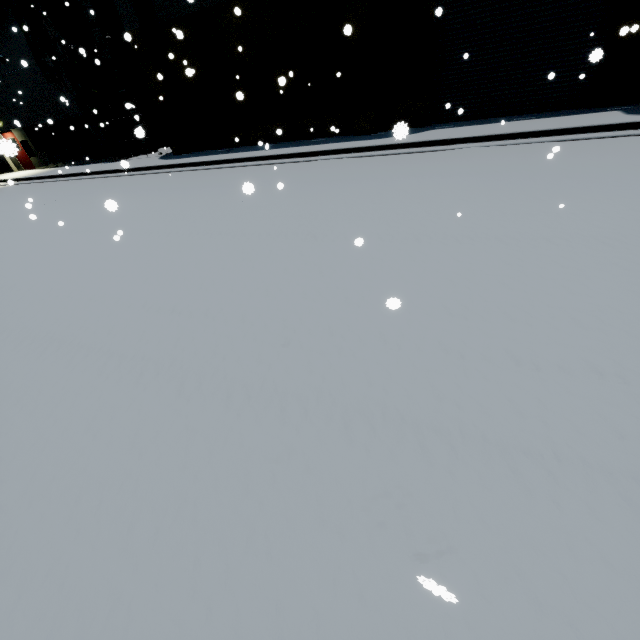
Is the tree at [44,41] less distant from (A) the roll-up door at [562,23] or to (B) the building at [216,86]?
(B) the building at [216,86]

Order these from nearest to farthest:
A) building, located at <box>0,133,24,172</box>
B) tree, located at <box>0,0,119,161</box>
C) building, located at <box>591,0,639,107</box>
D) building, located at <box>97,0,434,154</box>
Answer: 1. building, located at <box>0,133,24,172</box>
2. building, located at <box>591,0,639,107</box>
3. building, located at <box>97,0,434,154</box>
4. tree, located at <box>0,0,119,161</box>

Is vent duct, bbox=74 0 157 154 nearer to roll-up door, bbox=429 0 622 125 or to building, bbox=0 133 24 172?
building, bbox=0 133 24 172

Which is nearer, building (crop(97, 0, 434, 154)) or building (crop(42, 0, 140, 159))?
building (crop(97, 0, 434, 154))

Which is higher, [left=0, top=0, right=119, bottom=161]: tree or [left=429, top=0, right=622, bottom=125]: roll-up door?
[left=0, top=0, right=119, bottom=161]: tree

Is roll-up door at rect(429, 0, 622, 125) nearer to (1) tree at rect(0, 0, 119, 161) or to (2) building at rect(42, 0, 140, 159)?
(2) building at rect(42, 0, 140, 159)

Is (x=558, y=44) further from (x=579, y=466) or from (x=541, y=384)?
(x=579, y=466)

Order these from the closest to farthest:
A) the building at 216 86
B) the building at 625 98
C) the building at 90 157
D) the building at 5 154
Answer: the building at 5 154 → the building at 625 98 → the building at 216 86 → the building at 90 157
